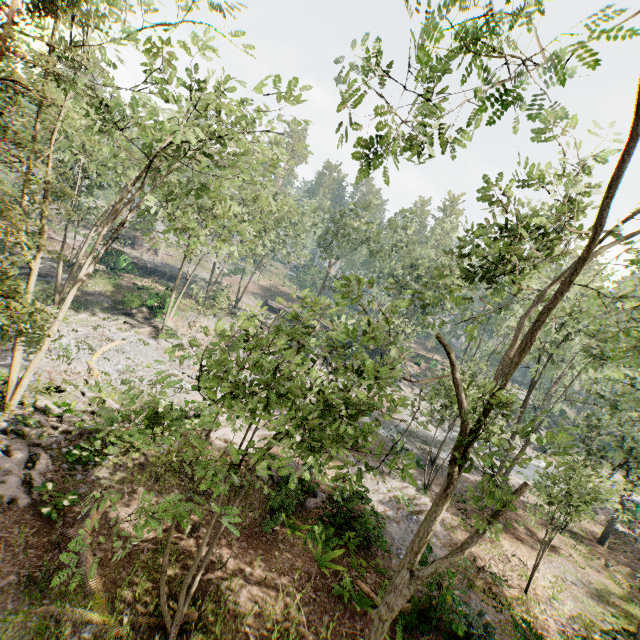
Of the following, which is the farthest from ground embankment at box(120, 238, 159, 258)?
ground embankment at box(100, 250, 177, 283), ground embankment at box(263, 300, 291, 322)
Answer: ground embankment at box(263, 300, 291, 322)

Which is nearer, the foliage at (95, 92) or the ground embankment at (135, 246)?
the foliage at (95, 92)

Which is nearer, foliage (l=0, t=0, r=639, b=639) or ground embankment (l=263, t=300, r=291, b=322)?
foliage (l=0, t=0, r=639, b=639)

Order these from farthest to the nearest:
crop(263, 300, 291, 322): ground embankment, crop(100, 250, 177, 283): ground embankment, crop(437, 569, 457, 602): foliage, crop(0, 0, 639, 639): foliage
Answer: crop(263, 300, 291, 322): ground embankment → crop(100, 250, 177, 283): ground embankment → crop(437, 569, 457, 602): foliage → crop(0, 0, 639, 639): foliage

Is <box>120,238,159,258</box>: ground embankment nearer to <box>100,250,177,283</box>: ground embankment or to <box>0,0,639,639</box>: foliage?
<box>0,0,639,639</box>: foliage

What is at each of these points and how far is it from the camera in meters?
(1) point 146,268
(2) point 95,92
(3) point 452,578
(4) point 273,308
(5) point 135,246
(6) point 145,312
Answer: (1) ground embankment, 49.5 m
(2) foliage, 10.5 m
(3) foliage, 14.9 m
(4) ground embankment, 57.7 m
(5) ground embankment, 56.9 m
(6) foliage, 34.3 m

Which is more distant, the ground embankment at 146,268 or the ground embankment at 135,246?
the ground embankment at 135,246

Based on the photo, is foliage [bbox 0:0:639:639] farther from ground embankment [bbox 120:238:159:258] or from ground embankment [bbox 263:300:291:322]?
ground embankment [bbox 263:300:291:322]
